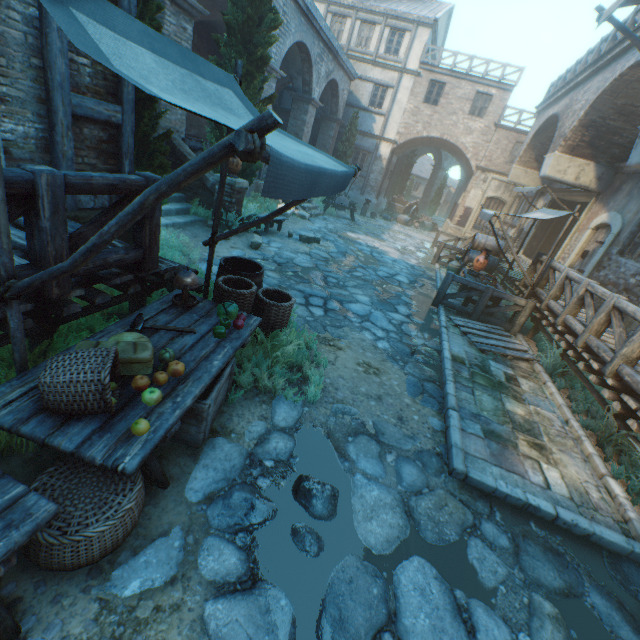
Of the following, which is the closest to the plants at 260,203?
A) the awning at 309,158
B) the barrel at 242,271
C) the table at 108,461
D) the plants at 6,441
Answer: the barrel at 242,271

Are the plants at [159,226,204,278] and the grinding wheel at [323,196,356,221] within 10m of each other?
no

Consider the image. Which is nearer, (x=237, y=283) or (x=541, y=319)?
(x=237, y=283)

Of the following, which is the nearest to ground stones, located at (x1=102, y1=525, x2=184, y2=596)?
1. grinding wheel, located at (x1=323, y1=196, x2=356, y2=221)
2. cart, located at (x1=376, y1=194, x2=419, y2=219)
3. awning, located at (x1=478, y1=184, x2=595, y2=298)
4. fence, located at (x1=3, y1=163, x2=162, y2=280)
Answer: fence, located at (x1=3, y1=163, x2=162, y2=280)

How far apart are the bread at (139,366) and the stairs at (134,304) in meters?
1.2 m

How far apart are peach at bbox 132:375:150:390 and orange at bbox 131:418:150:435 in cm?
34

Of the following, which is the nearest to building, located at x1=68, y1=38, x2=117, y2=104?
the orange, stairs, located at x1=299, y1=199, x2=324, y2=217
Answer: the orange

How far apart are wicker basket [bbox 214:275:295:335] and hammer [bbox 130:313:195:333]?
0.8 meters
